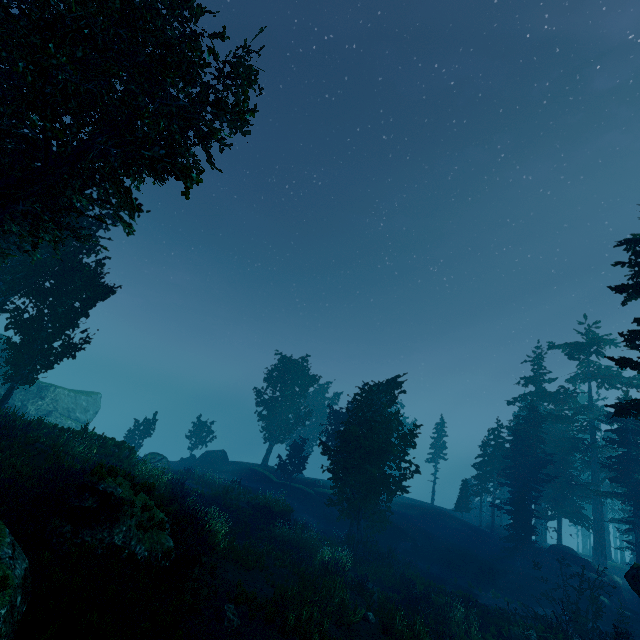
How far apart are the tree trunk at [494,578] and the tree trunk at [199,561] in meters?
25.2 m

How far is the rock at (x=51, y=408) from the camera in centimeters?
3406cm

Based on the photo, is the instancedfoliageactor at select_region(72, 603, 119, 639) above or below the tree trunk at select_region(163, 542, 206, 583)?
below

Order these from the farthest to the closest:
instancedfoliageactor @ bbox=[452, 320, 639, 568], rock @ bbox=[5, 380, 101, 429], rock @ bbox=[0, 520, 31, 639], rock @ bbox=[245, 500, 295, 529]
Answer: rock @ bbox=[5, 380, 101, 429]
instancedfoliageactor @ bbox=[452, 320, 639, 568]
rock @ bbox=[245, 500, 295, 529]
rock @ bbox=[0, 520, 31, 639]

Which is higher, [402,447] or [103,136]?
[103,136]

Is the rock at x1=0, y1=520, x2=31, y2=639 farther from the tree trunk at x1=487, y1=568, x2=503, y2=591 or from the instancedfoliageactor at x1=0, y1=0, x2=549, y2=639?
the tree trunk at x1=487, y1=568, x2=503, y2=591

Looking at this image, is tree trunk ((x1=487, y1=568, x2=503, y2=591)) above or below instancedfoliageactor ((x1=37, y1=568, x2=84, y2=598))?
below

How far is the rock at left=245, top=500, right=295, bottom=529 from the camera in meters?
23.6
